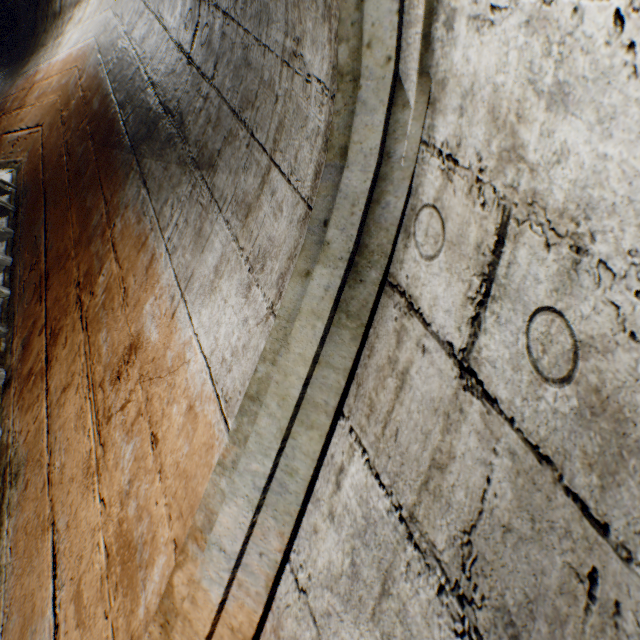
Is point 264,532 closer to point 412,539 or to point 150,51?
point 412,539
